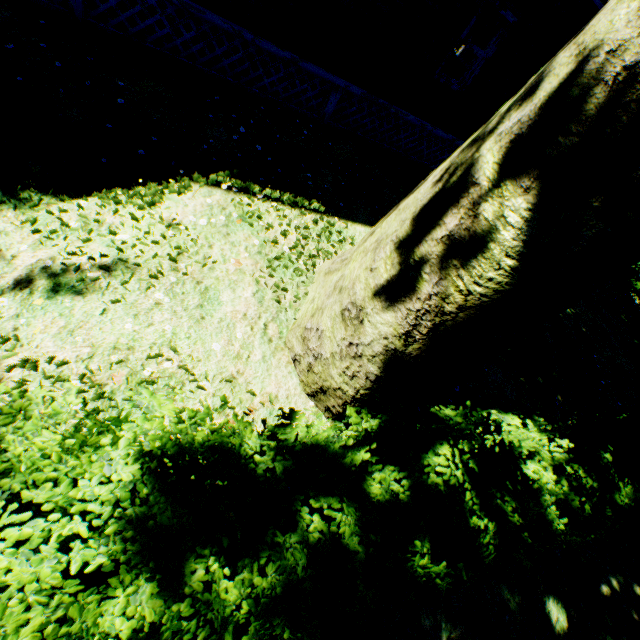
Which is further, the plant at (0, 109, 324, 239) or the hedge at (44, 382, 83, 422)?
the plant at (0, 109, 324, 239)

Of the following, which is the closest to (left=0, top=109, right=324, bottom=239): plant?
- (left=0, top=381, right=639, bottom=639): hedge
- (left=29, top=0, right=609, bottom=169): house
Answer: (left=0, top=381, right=639, bottom=639): hedge

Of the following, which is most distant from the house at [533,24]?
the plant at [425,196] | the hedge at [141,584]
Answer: the hedge at [141,584]

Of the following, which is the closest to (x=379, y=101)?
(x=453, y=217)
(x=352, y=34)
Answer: (x=352, y=34)

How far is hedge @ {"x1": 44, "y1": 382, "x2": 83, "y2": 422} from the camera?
1.4m

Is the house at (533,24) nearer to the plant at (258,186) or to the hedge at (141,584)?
the plant at (258,186)

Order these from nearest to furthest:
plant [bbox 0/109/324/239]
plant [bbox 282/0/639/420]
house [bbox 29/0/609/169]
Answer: plant [bbox 282/0/639/420]
plant [bbox 0/109/324/239]
house [bbox 29/0/609/169]
